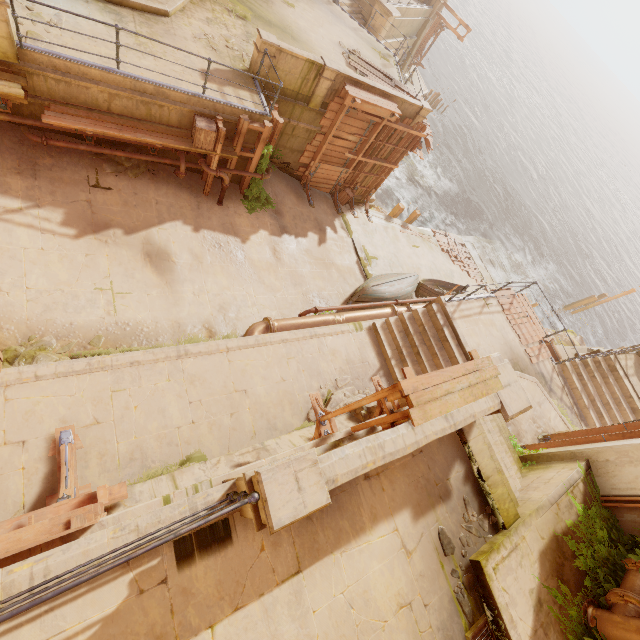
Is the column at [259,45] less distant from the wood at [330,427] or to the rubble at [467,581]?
the wood at [330,427]

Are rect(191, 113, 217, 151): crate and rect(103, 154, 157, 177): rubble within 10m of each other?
yes

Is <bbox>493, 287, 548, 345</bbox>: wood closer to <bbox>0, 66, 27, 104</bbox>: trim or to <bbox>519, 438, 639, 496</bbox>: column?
<bbox>519, 438, 639, 496</bbox>: column

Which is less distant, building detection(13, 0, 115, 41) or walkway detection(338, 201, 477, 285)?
building detection(13, 0, 115, 41)

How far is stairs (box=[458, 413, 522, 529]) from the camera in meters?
5.7 m

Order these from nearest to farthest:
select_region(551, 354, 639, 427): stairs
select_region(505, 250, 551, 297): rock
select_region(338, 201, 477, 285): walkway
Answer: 1. select_region(551, 354, 639, 427): stairs
2. select_region(338, 201, 477, 285): walkway
3. select_region(505, 250, 551, 297): rock

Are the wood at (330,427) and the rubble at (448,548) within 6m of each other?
yes

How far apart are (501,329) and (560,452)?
5.45m
